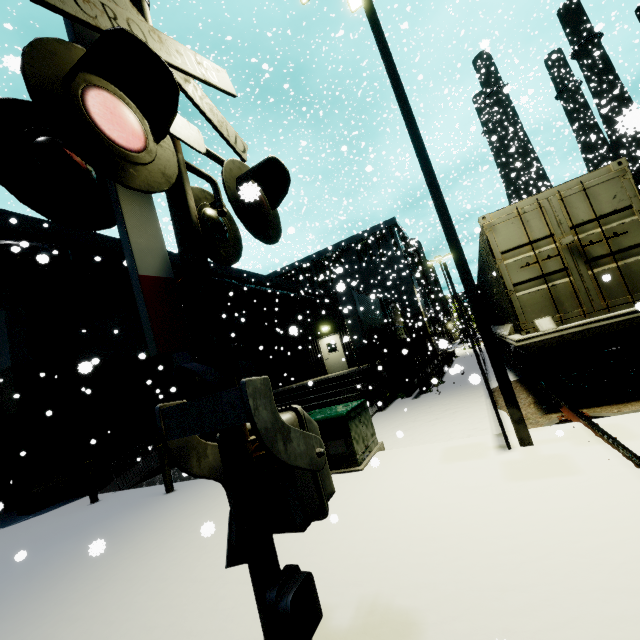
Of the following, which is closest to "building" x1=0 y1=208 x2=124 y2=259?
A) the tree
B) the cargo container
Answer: the tree

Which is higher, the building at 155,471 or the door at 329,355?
the door at 329,355

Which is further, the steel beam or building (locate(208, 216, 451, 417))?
building (locate(208, 216, 451, 417))

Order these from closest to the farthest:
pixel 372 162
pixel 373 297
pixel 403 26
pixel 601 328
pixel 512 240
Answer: pixel 601 328 < pixel 512 240 < pixel 403 26 < pixel 373 297 < pixel 372 162

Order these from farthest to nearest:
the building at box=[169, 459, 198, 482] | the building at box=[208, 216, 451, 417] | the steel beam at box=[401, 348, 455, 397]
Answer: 1. the building at box=[208, 216, 451, 417]
2. the steel beam at box=[401, 348, 455, 397]
3. the building at box=[169, 459, 198, 482]

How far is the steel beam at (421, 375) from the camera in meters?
12.8

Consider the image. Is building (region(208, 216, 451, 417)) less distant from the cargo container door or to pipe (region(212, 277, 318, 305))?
pipe (region(212, 277, 318, 305))

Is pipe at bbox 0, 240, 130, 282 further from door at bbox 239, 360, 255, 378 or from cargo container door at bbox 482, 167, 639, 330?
cargo container door at bbox 482, 167, 639, 330
